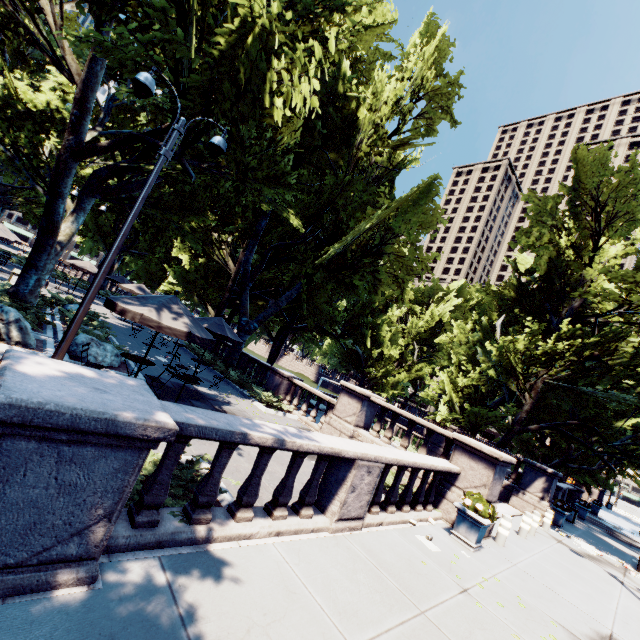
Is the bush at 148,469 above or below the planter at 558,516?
below

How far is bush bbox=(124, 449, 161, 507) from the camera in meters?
4.3

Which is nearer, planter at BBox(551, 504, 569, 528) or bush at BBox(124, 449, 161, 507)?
bush at BBox(124, 449, 161, 507)

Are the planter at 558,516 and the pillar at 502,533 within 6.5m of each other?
no

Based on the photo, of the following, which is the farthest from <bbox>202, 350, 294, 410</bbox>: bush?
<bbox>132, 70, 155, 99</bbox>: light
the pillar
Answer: the pillar

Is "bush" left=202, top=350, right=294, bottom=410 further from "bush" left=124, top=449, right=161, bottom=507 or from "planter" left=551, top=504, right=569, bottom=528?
"planter" left=551, top=504, right=569, bottom=528

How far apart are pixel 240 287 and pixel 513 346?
15.3 meters

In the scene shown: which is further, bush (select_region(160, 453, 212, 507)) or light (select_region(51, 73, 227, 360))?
light (select_region(51, 73, 227, 360))
